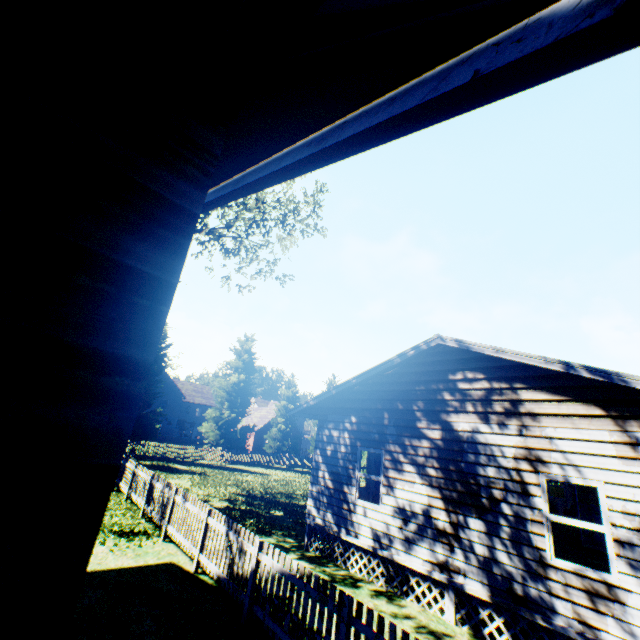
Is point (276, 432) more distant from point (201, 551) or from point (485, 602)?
point (485, 602)

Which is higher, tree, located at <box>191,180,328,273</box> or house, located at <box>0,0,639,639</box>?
tree, located at <box>191,180,328,273</box>

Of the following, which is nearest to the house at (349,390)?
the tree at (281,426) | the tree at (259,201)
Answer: the tree at (259,201)

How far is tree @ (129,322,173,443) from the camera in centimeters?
2812cm

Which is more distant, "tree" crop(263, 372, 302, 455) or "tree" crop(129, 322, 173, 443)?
"tree" crop(263, 372, 302, 455)

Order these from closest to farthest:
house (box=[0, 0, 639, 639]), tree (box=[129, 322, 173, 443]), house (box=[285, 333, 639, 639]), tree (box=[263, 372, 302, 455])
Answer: house (box=[0, 0, 639, 639]) < house (box=[285, 333, 639, 639]) < tree (box=[129, 322, 173, 443]) < tree (box=[263, 372, 302, 455])

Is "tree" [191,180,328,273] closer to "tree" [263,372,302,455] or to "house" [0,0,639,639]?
"tree" [263,372,302,455]
